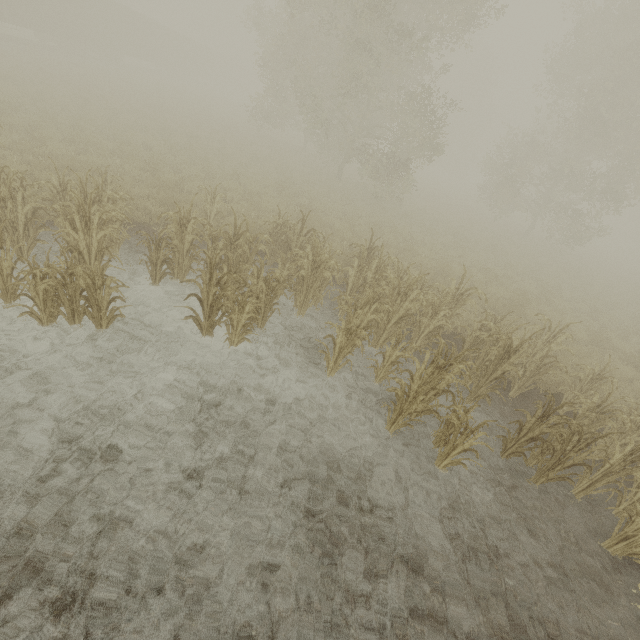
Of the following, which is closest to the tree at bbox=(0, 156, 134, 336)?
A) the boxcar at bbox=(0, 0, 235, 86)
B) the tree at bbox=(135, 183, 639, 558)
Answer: the tree at bbox=(135, 183, 639, 558)

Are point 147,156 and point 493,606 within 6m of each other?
no

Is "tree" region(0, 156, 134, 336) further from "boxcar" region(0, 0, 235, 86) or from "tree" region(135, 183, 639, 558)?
"boxcar" region(0, 0, 235, 86)

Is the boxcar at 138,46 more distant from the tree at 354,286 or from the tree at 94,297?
the tree at 354,286

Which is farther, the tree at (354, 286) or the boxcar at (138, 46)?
the boxcar at (138, 46)

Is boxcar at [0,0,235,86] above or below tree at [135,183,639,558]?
above

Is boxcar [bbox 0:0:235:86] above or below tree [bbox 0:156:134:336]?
above

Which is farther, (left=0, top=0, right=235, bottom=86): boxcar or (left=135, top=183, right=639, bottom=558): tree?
(left=0, top=0, right=235, bottom=86): boxcar
